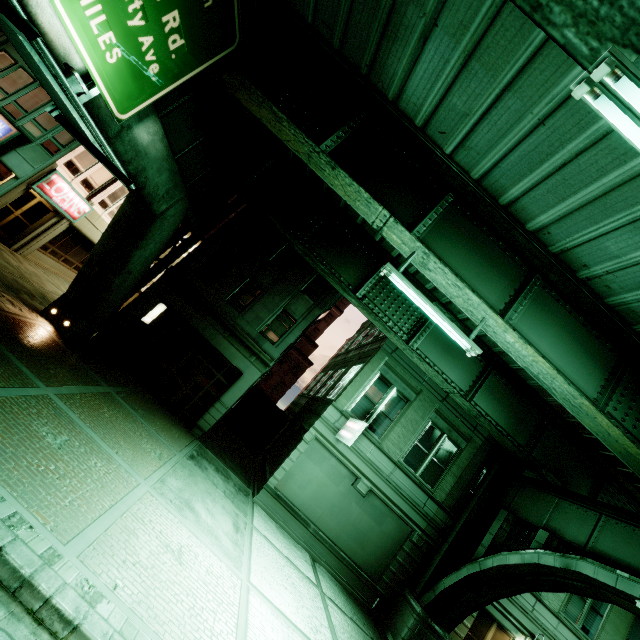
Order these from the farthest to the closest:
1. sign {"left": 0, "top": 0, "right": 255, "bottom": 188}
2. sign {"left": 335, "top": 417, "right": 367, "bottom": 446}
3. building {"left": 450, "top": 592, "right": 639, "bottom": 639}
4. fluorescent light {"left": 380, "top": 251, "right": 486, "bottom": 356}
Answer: building {"left": 450, "top": 592, "right": 639, "bottom": 639} → sign {"left": 335, "top": 417, "right": 367, "bottom": 446} → fluorescent light {"left": 380, "top": 251, "right": 486, "bottom": 356} → sign {"left": 0, "top": 0, "right": 255, "bottom": 188}

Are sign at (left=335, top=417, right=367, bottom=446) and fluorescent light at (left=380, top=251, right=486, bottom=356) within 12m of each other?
yes

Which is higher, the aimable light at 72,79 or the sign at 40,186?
the aimable light at 72,79

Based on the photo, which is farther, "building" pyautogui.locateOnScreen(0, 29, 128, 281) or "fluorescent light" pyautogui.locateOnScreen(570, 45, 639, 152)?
"building" pyautogui.locateOnScreen(0, 29, 128, 281)

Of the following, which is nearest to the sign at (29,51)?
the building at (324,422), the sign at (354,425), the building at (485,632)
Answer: the sign at (354,425)

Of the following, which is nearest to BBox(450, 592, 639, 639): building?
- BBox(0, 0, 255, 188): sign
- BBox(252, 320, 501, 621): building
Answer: BBox(252, 320, 501, 621): building

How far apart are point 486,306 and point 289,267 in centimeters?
1103cm

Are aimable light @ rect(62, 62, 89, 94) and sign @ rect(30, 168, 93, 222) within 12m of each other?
no
